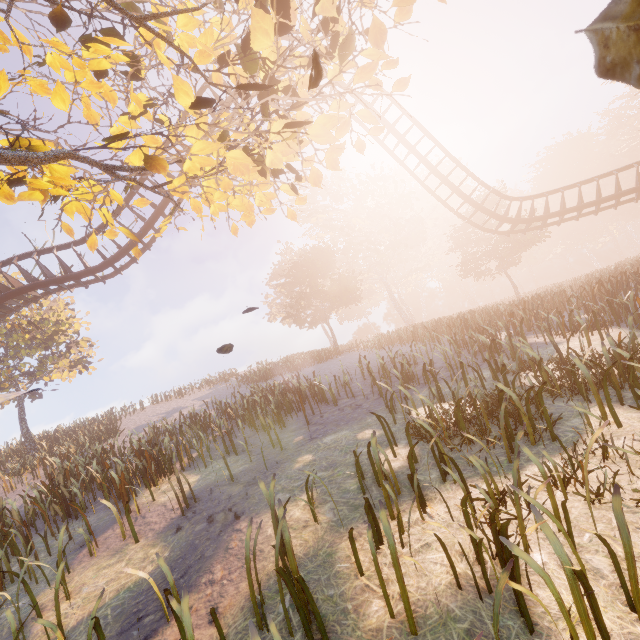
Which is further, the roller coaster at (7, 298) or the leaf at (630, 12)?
the roller coaster at (7, 298)

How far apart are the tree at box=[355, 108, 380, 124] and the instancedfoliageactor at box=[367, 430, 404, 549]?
6.0 meters

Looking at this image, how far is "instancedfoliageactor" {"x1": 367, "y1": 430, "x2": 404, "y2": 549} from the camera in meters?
3.9

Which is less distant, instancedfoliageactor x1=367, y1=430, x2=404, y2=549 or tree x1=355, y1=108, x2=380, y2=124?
instancedfoliageactor x1=367, y1=430, x2=404, y2=549

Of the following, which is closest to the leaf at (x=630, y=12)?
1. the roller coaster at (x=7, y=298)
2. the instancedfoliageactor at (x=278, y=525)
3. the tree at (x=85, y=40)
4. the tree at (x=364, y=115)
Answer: the tree at (x=85, y=40)

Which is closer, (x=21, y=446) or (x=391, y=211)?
(x=21, y=446)

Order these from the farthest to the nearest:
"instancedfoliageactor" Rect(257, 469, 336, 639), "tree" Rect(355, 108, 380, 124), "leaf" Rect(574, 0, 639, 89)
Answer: "tree" Rect(355, 108, 380, 124), "instancedfoliageactor" Rect(257, 469, 336, 639), "leaf" Rect(574, 0, 639, 89)

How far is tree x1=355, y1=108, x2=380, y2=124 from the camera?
6.7m
